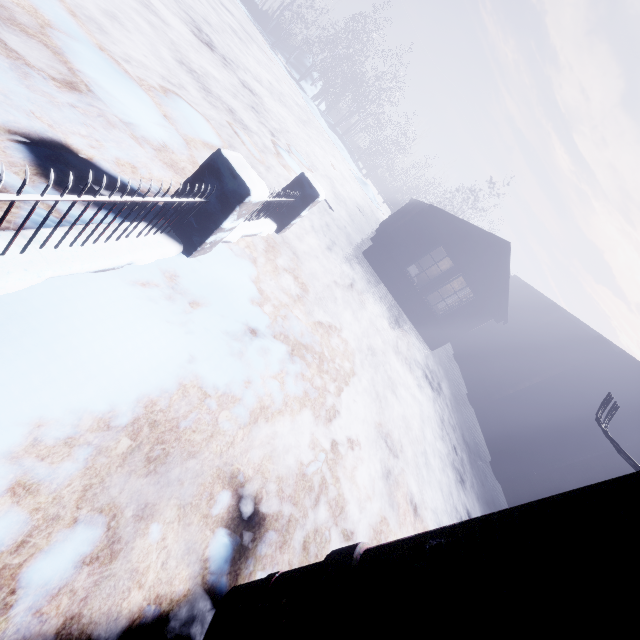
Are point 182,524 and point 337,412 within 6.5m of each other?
yes

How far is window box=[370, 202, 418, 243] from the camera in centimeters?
1232cm

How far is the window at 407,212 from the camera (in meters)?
12.32

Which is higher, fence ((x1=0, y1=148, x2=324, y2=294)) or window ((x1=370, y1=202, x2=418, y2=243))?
window ((x1=370, y1=202, x2=418, y2=243))

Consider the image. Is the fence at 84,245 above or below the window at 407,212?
below

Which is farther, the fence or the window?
the window
